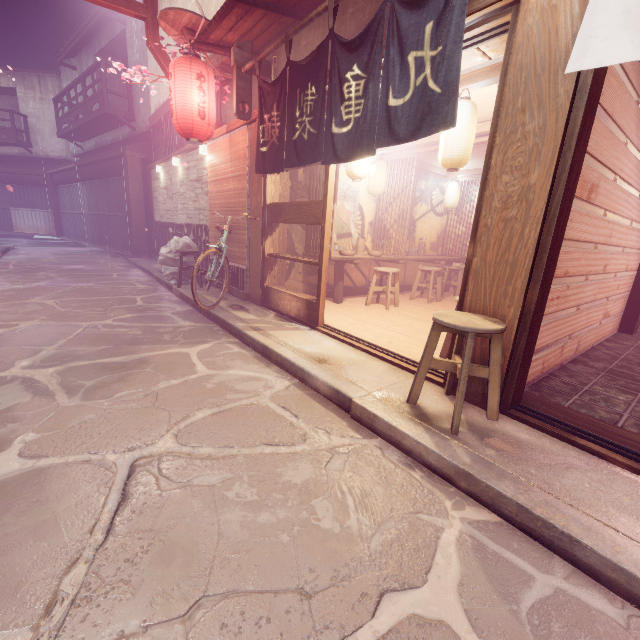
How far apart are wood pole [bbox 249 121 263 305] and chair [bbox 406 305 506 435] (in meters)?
6.27

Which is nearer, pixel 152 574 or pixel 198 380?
pixel 152 574

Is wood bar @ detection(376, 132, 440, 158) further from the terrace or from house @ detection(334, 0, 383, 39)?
the terrace

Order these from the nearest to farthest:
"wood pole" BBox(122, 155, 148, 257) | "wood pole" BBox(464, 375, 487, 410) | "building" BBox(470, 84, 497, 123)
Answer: "wood pole" BBox(464, 375, 487, 410)
"building" BBox(470, 84, 497, 123)
"wood pole" BBox(122, 155, 148, 257)

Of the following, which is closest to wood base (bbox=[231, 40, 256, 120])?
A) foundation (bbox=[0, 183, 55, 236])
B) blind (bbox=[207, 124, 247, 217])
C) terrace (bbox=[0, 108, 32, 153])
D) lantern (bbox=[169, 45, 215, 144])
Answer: blind (bbox=[207, 124, 247, 217])

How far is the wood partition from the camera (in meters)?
13.09

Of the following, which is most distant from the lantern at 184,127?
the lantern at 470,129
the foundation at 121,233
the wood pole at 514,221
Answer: the foundation at 121,233

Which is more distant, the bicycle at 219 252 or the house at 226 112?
the house at 226 112
